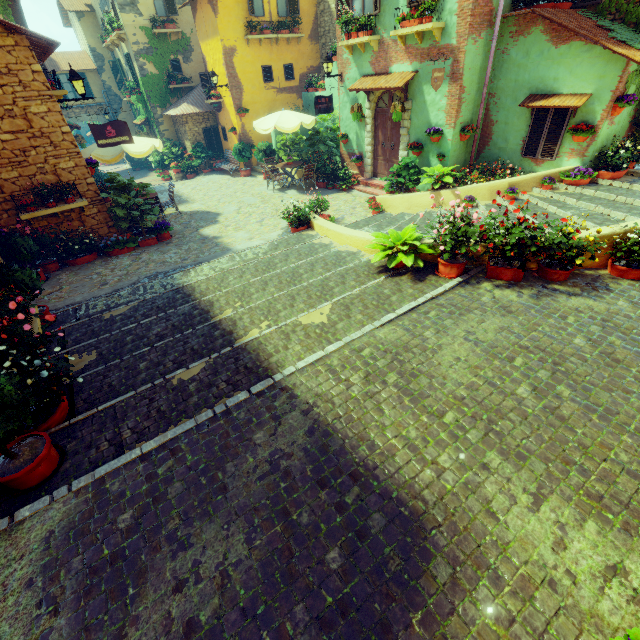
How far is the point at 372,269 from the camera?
6.5 meters

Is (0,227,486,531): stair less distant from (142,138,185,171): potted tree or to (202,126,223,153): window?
(202,126,223,153): window

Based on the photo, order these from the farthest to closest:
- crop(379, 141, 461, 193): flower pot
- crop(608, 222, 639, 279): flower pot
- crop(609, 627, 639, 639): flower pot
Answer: Result: crop(379, 141, 461, 193): flower pot, crop(608, 222, 639, 279): flower pot, crop(609, 627, 639, 639): flower pot

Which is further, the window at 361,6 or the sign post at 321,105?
the sign post at 321,105

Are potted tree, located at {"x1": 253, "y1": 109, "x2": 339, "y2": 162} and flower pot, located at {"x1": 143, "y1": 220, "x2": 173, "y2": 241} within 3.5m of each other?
no

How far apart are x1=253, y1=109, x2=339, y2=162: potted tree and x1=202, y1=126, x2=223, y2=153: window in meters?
A: 5.3

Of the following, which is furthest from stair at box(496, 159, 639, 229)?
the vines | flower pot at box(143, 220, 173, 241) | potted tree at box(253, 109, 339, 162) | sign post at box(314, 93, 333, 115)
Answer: the vines

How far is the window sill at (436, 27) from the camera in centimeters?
834cm
